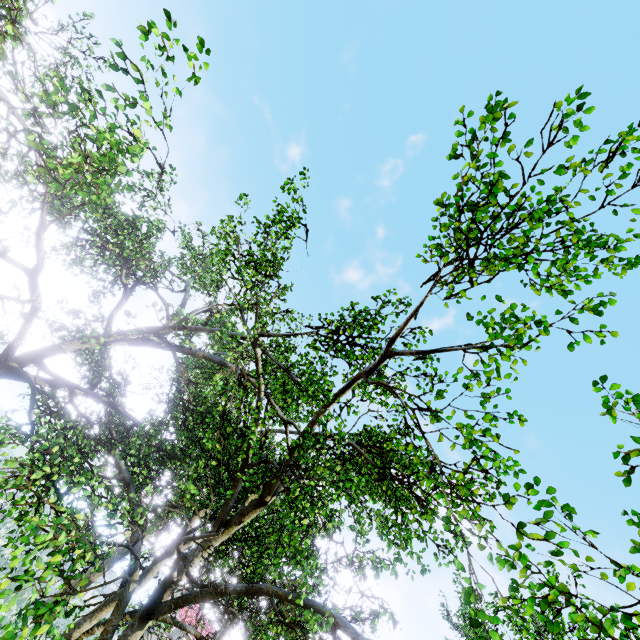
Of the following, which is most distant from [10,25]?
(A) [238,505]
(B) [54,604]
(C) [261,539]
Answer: (A) [238,505]
